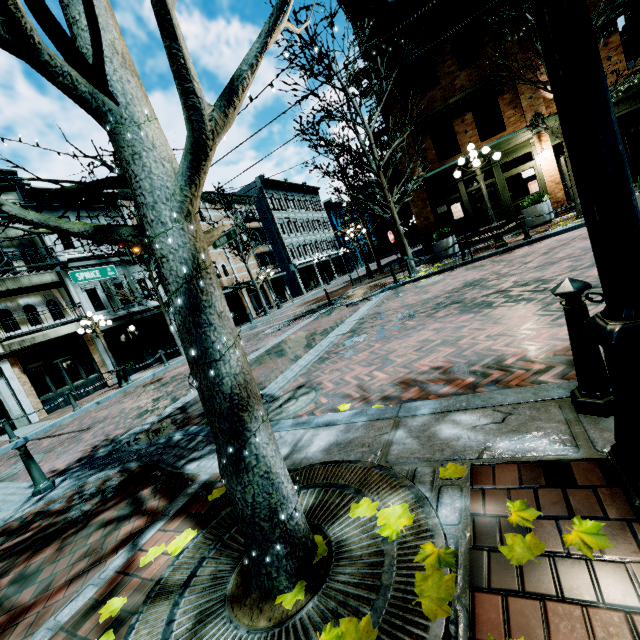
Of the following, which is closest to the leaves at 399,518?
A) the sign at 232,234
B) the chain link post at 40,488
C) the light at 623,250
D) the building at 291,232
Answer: the light at 623,250

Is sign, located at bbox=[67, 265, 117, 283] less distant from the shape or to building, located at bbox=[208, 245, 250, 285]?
building, located at bbox=[208, 245, 250, 285]

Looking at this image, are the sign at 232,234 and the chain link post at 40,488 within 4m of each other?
no

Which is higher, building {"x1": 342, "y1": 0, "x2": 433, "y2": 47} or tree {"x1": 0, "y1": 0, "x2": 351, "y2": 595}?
building {"x1": 342, "y1": 0, "x2": 433, "y2": 47}

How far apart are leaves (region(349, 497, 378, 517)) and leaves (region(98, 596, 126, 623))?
1.6 meters

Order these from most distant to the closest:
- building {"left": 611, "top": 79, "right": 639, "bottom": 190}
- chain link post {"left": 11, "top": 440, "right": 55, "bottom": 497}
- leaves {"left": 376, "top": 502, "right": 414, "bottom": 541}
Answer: building {"left": 611, "top": 79, "right": 639, "bottom": 190}
chain link post {"left": 11, "top": 440, "right": 55, "bottom": 497}
leaves {"left": 376, "top": 502, "right": 414, "bottom": 541}

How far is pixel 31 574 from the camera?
2.8 meters

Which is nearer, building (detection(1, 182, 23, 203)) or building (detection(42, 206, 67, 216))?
building (detection(1, 182, 23, 203))
